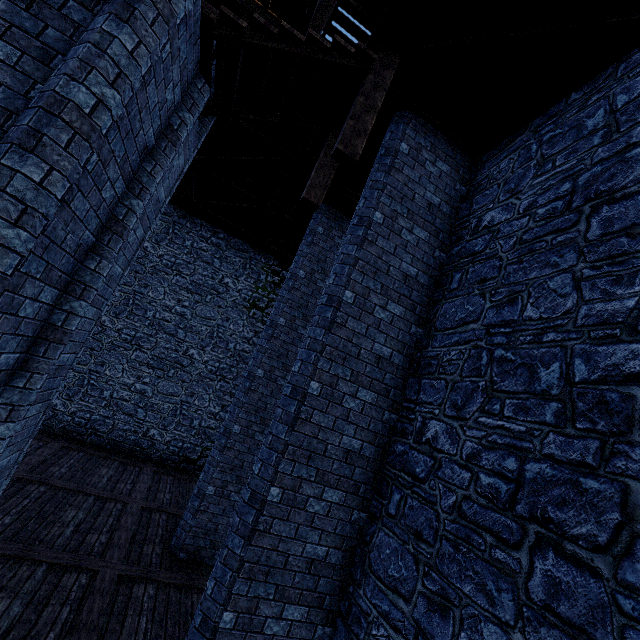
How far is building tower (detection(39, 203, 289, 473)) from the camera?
12.3m

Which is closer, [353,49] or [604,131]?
[604,131]

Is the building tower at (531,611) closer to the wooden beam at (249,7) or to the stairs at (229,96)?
the wooden beam at (249,7)

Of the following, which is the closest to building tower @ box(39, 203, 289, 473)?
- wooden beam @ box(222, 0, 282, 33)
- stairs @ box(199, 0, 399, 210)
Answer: wooden beam @ box(222, 0, 282, 33)

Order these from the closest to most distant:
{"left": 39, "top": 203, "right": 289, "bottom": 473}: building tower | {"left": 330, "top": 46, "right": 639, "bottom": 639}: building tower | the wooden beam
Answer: {"left": 330, "top": 46, "right": 639, "bottom": 639}: building tower → the wooden beam → {"left": 39, "top": 203, "right": 289, "bottom": 473}: building tower

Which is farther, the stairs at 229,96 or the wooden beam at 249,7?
the wooden beam at 249,7

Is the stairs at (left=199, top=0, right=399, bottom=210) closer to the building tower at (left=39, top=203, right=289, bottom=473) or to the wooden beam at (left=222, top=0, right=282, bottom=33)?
the building tower at (left=39, top=203, right=289, bottom=473)
